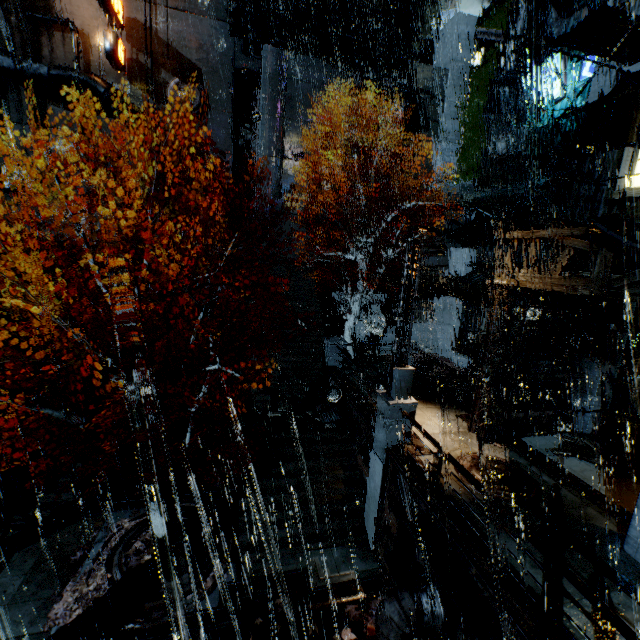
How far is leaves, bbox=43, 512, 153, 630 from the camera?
9.25m

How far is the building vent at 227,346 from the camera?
23.1m

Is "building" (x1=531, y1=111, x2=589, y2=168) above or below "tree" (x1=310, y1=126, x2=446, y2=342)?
above

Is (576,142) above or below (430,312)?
above

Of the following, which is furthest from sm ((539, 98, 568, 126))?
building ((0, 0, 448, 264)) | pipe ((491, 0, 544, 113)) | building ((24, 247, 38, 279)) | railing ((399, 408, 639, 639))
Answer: building ((24, 247, 38, 279))

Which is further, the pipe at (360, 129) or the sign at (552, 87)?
the pipe at (360, 129)

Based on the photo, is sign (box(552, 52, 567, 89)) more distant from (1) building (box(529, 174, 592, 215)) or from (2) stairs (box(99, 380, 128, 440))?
(2) stairs (box(99, 380, 128, 440))

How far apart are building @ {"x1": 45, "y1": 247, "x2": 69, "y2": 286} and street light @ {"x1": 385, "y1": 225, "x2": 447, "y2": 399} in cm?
2111
